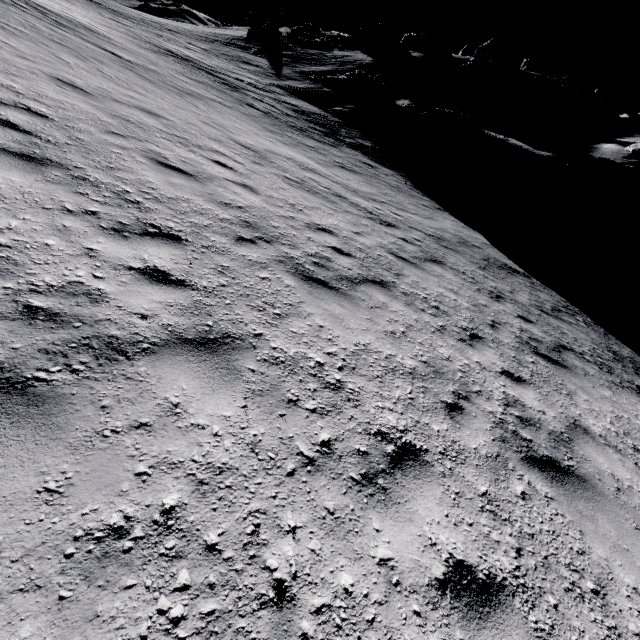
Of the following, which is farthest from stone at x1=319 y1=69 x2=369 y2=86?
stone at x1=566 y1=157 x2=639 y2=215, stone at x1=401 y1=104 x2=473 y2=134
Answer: stone at x1=566 y1=157 x2=639 y2=215

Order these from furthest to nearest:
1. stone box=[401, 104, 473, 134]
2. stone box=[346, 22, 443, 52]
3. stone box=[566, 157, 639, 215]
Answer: stone box=[346, 22, 443, 52] < stone box=[401, 104, 473, 134] < stone box=[566, 157, 639, 215]

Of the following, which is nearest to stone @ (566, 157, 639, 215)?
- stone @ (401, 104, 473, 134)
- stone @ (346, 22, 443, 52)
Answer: stone @ (401, 104, 473, 134)

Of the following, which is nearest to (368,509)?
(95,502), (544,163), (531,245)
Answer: (95,502)

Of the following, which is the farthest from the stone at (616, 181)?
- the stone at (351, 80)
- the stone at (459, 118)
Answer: the stone at (351, 80)

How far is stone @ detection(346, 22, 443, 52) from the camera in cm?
3888

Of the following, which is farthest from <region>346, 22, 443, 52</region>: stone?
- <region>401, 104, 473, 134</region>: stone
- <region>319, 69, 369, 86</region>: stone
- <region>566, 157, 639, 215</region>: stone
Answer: <region>566, 157, 639, 215</region>: stone

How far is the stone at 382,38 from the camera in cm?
3888
